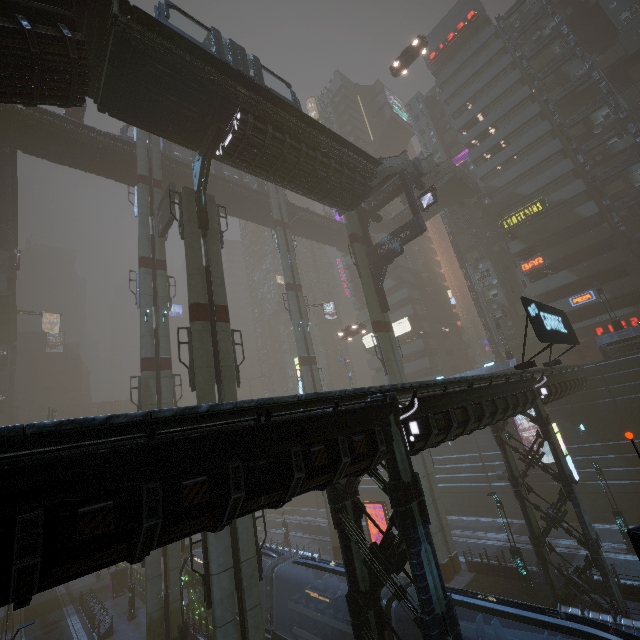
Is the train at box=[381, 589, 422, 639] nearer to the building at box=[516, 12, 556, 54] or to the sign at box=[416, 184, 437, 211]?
the building at box=[516, 12, 556, 54]

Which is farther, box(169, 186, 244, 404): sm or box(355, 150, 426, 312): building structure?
box(355, 150, 426, 312): building structure

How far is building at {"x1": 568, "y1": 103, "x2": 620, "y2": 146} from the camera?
36.37m

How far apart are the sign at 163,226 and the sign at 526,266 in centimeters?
3870cm

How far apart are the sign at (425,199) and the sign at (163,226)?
20.3 meters

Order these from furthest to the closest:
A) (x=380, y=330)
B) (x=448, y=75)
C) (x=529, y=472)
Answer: (x=448, y=75)
(x=529, y=472)
(x=380, y=330)

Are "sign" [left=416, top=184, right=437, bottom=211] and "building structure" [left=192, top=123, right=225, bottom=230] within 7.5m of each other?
no
